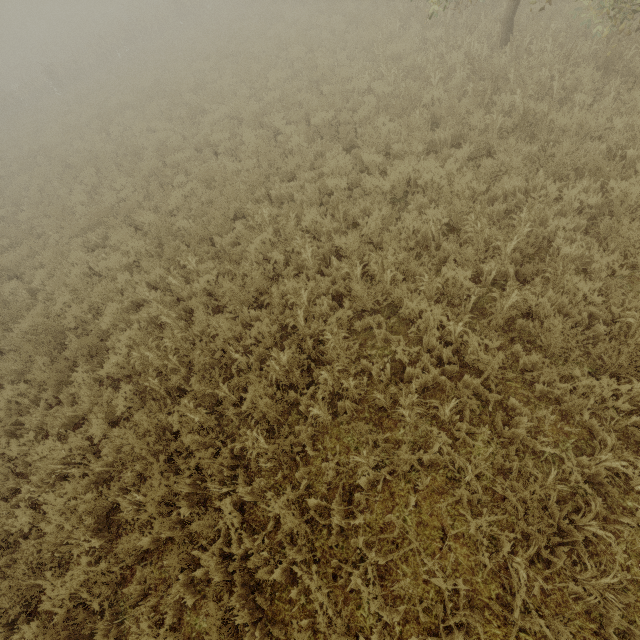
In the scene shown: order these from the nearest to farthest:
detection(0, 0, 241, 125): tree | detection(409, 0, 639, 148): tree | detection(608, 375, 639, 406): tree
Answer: detection(608, 375, 639, 406): tree → detection(409, 0, 639, 148): tree → detection(0, 0, 241, 125): tree

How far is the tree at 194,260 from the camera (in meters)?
6.61

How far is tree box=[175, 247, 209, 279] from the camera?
6.6m

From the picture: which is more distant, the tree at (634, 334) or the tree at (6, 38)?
the tree at (6, 38)

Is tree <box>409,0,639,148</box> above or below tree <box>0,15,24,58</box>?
below

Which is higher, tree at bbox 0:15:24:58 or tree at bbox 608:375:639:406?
tree at bbox 0:15:24:58

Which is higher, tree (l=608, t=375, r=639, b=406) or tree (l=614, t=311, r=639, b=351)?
tree (l=614, t=311, r=639, b=351)

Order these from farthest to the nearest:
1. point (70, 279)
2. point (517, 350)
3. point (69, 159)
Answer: point (69, 159), point (70, 279), point (517, 350)
